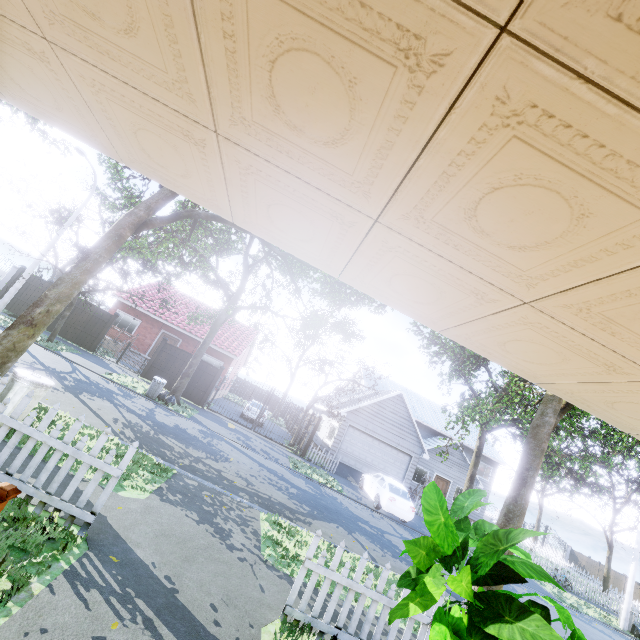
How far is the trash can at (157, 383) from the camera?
14.93m

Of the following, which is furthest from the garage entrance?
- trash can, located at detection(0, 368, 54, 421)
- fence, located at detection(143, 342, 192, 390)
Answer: trash can, located at detection(0, 368, 54, 421)

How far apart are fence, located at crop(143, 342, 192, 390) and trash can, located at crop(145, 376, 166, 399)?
3.40m

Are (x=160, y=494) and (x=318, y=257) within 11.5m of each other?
yes

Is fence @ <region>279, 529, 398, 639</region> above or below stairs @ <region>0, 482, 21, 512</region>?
below

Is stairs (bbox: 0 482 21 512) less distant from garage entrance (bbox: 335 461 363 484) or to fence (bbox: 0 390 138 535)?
fence (bbox: 0 390 138 535)

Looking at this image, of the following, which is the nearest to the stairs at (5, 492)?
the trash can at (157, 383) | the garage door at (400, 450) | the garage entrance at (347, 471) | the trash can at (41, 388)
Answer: the trash can at (41, 388)

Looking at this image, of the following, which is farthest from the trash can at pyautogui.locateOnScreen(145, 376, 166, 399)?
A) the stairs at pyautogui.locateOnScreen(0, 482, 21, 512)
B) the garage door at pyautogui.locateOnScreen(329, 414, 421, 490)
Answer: the stairs at pyautogui.locateOnScreen(0, 482, 21, 512)
